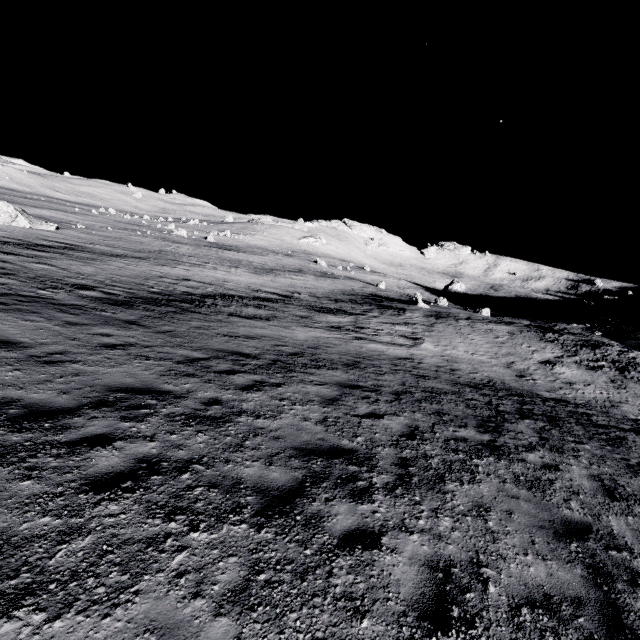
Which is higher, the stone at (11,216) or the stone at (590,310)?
the stone at (590,310)

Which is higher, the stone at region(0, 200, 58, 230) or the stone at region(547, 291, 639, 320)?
the stone at region(547, 291, 639, 320)

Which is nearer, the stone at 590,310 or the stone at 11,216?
the stone at 11,216

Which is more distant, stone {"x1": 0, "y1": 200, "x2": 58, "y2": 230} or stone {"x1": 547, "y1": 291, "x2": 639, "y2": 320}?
stone {"x1": 547, "y1": 291, "x2": 639, "y2": 320}

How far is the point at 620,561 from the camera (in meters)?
4.76
